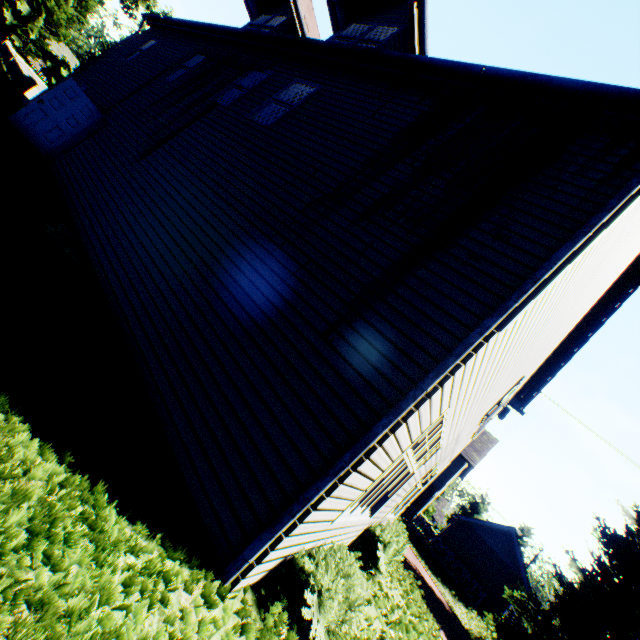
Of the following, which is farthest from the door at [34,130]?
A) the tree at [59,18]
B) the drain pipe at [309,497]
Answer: the tree at [59,18]

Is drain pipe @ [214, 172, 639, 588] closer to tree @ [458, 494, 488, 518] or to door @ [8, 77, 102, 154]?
tree @ [458, 494, 488, 518]

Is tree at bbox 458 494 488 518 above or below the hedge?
above

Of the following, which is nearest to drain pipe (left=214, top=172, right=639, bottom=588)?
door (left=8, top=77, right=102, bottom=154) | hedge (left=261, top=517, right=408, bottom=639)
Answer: hedge (left=261, top=517, right=408, bottom=639)

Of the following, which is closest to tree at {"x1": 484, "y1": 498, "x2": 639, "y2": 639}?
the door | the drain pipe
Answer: the drain pipe

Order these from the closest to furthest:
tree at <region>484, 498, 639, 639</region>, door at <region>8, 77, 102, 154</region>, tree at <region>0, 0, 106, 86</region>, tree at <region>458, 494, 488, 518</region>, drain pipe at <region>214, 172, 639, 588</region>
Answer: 1. drain pipe at <region>214, 172, 639, 588</region>
2. door at <region>8, 77, 102, 154</region>
3. tree at <region>484, 498, 639, 639</region>
4. tree at <region>0, 0, 106, 86</region>
5. tree at <region>458, 494, 488, 518</region>

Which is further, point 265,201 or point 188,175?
point 188,175

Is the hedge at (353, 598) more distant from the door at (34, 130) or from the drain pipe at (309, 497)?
the door at (34, 130)
